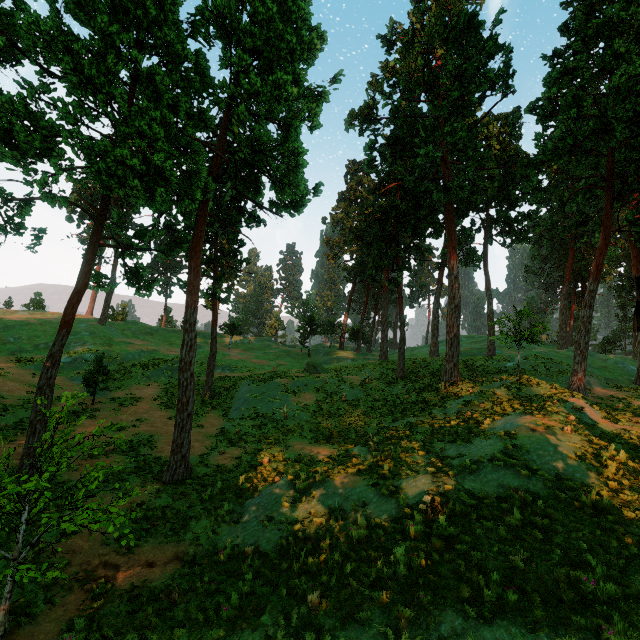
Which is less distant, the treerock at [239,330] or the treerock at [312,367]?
the treerock at [312,367]

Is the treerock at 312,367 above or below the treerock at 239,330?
below

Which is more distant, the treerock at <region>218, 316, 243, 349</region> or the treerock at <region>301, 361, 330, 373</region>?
the treerock at <region>218, 316, 243, 349</region>

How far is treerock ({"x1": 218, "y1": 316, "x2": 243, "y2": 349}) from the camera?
49.6 meters

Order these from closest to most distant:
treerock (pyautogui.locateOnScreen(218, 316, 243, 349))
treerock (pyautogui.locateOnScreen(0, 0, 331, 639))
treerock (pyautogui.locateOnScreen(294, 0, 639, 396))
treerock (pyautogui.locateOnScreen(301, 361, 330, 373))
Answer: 1. treerock (pyautogui.locateOnScreen(0, 0, 331, 639))
2. treerock (pyautogui.locateOnScreen(294, 0, 639, 396))
3. treerock (pyautogui.locateOnScreen(301, 361, 330, 373))
4. treerock (pyautogui.locateOnScreen(218, 316, 243, 349))

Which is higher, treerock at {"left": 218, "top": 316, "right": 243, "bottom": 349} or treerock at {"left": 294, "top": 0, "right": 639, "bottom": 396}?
treerock at {"left": 294, "top": 0, "right": 639, "bottom": 396}

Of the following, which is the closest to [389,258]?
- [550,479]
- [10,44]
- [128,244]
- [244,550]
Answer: [128,244]
